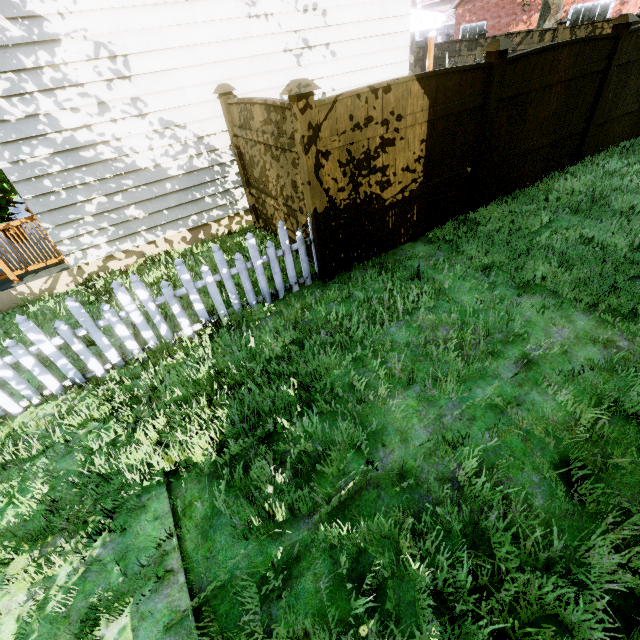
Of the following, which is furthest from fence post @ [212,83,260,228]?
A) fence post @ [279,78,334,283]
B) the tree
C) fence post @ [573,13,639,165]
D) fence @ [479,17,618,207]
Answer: fence post @ [573,13,639,165]

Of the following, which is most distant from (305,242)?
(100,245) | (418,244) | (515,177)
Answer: (515,177)

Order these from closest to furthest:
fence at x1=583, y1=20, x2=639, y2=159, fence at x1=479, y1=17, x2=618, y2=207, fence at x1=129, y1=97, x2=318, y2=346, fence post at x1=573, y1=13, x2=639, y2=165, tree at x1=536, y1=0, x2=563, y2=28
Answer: fence at x1=129, y1=97, x2=318, y2=346, fence at x1=479, y1=17, x2=618, y2=207, fence post at x1=573, y1=13, x2=639, y2=165, fence at x1=583, y1=20, x2=639, y2=159, tree at x1=536, y1=0, x2=563, y2=28

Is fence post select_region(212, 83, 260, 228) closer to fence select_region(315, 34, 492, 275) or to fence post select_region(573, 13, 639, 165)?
fence select_region(315, 34, 492, 275)

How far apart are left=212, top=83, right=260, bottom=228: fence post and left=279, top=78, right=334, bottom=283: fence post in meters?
2.4

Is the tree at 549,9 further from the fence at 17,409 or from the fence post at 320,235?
the fence post at 320,235

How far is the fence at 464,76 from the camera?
4.05m

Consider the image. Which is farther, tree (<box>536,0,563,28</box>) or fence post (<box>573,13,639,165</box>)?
tree (<box>536,0,563,28</box>)
